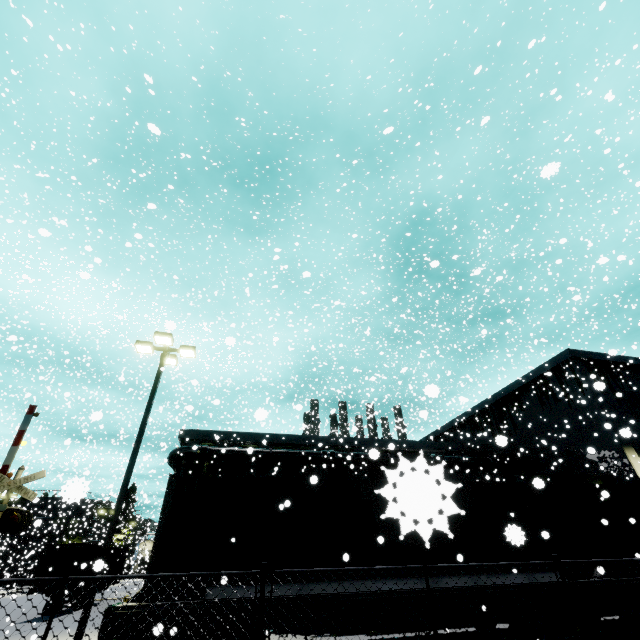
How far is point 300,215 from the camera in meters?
37.8 m

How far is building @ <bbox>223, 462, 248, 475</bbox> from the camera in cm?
2495

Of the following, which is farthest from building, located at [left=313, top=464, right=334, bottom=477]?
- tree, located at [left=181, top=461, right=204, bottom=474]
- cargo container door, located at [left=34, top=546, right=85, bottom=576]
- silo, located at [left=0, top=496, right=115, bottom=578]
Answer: cargo container door, located at [left=34, top=546, right=85, bottom=576]

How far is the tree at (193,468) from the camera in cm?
2377

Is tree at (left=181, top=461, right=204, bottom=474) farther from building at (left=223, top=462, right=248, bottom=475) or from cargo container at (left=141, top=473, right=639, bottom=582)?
→ cargo container at (left=141, top=473, right=639, bottom=582)

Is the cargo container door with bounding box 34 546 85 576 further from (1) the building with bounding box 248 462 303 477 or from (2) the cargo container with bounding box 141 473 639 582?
(1) the building with bounding box 248 462 303 477

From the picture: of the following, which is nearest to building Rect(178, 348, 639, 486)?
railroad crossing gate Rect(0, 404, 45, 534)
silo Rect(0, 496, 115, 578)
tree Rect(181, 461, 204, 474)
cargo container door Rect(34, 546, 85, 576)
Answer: tree Rect(181, 461, 204, 474)

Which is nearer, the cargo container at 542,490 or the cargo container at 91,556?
the cargo container at 542,490
